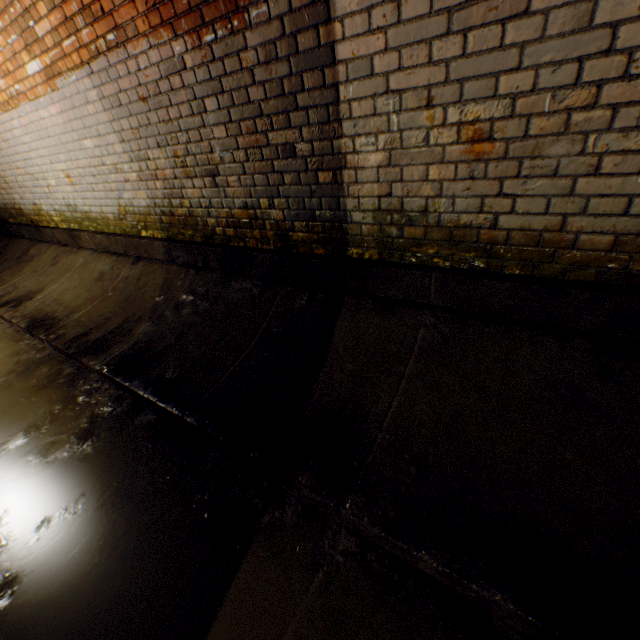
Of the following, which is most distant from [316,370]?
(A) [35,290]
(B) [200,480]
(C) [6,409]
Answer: (A) [35,290]
